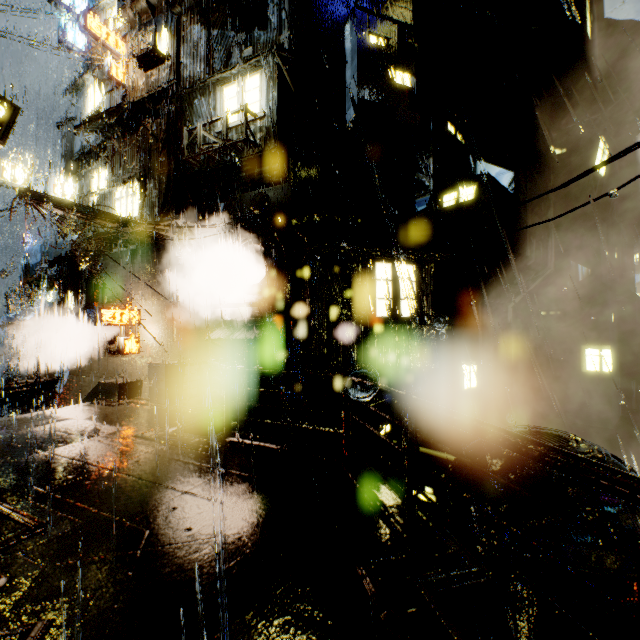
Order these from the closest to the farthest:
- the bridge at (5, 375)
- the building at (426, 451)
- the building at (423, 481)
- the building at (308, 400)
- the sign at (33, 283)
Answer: the building at (426, 451)
the building at (308, 400)
the building at (423, 481)
the sign at (33, 283)
the bridge at (5, 375)

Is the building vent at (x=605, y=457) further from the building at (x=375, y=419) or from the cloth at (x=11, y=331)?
the cloth at (x=11, y=331)

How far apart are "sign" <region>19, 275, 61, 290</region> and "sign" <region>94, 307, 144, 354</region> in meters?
6.8

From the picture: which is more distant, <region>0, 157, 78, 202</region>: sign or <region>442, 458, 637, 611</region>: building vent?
<region>0, 157, 78, 202</region>: sign

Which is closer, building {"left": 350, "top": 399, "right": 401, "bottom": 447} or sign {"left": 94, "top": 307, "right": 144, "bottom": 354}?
building {"left": 350, "top": 399, "right": 401, "bottom": 447}

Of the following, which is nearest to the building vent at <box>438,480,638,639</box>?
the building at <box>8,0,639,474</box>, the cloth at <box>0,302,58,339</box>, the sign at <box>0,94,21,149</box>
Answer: the building at <box>8,0,639,474</box>

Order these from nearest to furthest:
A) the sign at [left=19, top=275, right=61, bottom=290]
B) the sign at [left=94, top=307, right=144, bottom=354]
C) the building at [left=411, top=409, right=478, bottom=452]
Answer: the building at [left=411, top=409, right=478, bottom=452] < the sign at [left=94, top=307, right=144, bottom=354] < the sign at [left=19, top=275, right=61, bottom=290]

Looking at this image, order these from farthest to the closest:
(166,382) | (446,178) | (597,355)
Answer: (597,355) → (446,178) → (166,382)
